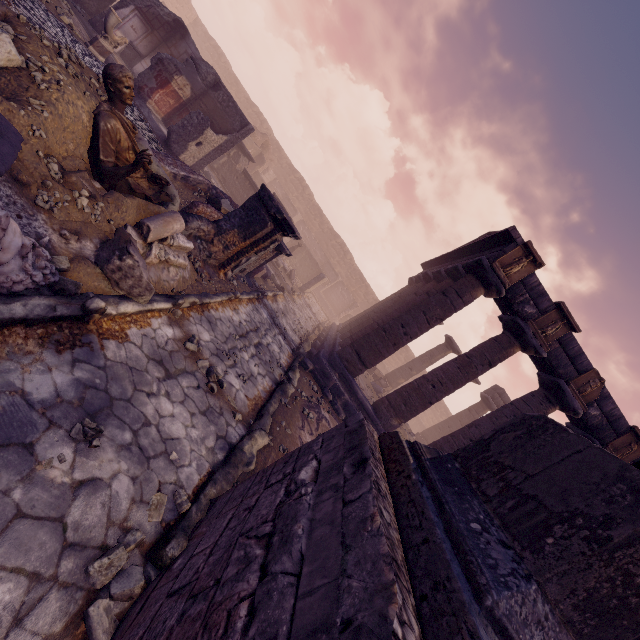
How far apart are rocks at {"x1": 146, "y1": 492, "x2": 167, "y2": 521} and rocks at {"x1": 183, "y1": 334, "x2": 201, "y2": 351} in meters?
2.2

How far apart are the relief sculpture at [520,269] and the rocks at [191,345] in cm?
850

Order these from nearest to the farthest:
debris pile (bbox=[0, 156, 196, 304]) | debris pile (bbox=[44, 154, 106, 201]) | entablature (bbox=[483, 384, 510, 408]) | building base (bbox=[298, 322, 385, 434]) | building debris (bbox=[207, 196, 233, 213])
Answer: debris pile (bbox=[0, 156, 196, 304]) < debris pile (bbox=[44, 154, 106, 201]) < building debris (bbox=[207, 196, 233, 213]) < building base (bbox=[298, 322, 385, 434]) < entablature (bbox=[483, 384, 510, 408])

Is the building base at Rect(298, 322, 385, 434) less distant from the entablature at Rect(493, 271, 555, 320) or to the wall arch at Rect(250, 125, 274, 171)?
the entablature at Rect(493, 271, 555, 320)

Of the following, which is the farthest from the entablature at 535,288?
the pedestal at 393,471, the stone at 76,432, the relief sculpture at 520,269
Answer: the stone at 76,432

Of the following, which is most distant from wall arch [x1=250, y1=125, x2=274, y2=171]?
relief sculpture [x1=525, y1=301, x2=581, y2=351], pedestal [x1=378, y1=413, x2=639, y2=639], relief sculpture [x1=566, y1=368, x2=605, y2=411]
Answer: pedestal [x1=378, y1=413, x2=639, y2=639]

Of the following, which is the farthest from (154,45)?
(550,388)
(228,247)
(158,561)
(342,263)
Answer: (342,263)

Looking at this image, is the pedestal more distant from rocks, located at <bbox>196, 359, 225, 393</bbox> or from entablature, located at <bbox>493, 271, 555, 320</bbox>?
entablature, located at <bbox>493, 271, 555, 320</bbox>
